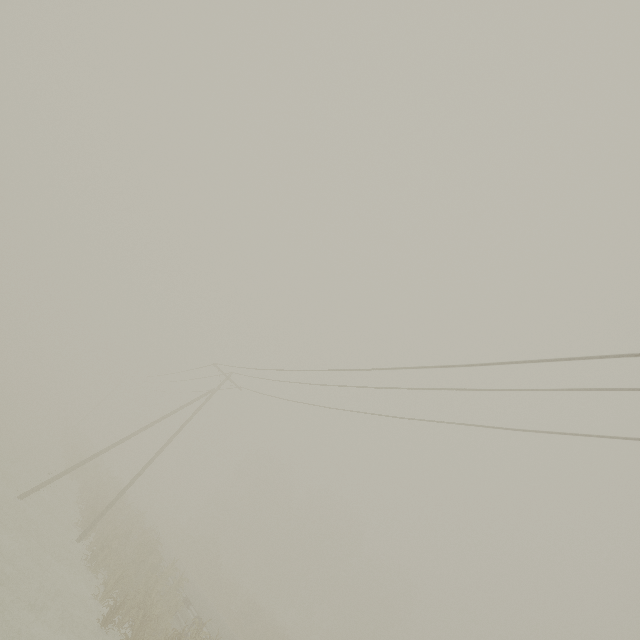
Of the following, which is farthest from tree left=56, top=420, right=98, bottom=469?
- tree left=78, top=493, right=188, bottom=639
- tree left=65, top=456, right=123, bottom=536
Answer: tree left=78, top=493, right=188, bottom=639

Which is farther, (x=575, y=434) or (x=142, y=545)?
(x=142, y=545)

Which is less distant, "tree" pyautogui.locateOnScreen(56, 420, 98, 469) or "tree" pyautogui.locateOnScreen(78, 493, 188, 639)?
"tree" pyautogui.locateOnScreen(78, 493, 188, 639)

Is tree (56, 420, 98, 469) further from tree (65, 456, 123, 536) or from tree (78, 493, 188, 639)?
tree (78, 493, 188, 639)

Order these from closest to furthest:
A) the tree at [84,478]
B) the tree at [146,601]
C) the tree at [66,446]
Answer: the tree at [146,601]
the tree at [84,478]
the tree at [66,446]

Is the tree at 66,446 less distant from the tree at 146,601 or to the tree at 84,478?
the tree at 84,478

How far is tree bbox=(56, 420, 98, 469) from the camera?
33.94m
